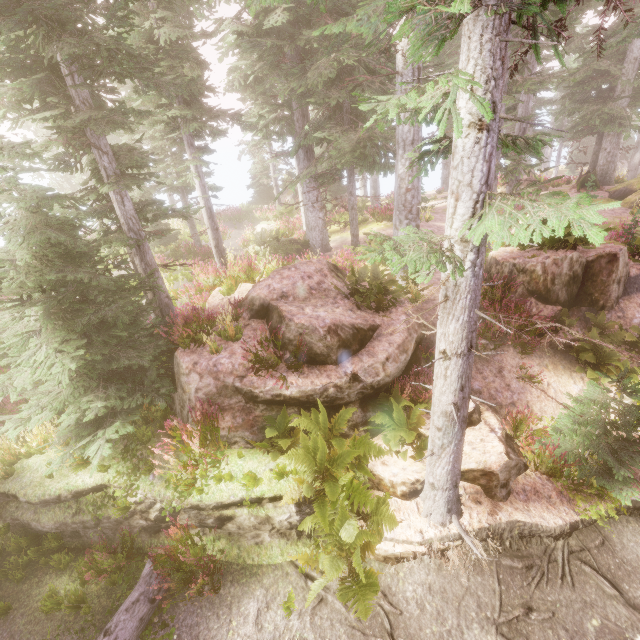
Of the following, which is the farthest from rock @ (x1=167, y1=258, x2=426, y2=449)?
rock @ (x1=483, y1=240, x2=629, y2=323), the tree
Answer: rock @ (x1=483, y1=240, x2=629, y2=323)

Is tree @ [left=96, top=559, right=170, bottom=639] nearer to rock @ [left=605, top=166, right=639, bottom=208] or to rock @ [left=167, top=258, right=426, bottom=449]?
rock @ [left=167, top=258, right=426, bottom=449]

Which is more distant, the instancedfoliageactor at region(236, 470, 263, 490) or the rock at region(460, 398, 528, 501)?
the rock at region(460, 398, 528, 501)

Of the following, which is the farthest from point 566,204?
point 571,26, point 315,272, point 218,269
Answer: point 571,26

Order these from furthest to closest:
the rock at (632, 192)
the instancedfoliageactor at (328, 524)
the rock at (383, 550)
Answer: the rock at (632, 192), the rock at (383, 550), the instancedfoliageactor at (328, 524)

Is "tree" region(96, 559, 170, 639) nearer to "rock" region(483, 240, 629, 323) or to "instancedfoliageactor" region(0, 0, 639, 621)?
"instancedfoliageactor" region(0, 0, 639, 621)

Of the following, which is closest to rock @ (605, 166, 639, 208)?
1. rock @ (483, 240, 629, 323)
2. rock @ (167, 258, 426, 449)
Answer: rock @ (483, 240, 629, 323)

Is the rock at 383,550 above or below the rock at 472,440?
below
